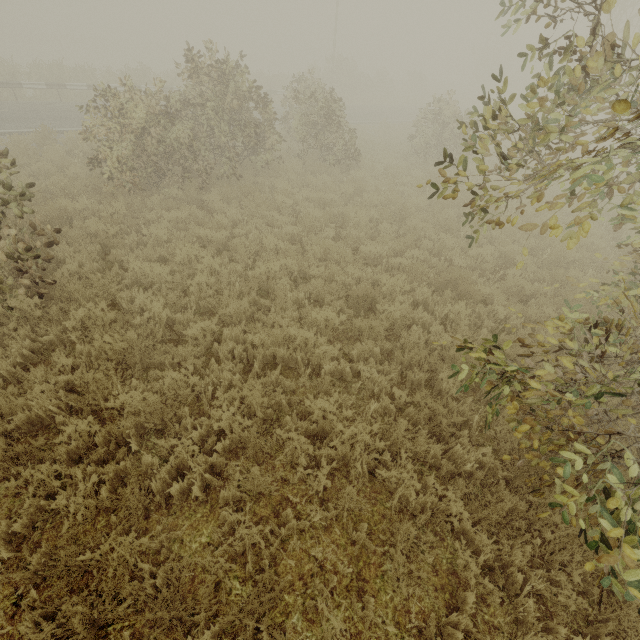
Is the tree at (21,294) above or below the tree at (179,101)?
below

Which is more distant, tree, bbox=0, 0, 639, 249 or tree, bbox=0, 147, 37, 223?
tree, bbox=0, 147, 37, 223

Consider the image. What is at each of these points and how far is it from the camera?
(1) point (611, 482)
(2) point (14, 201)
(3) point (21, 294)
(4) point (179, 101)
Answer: (1) tree, 2.3 meters
(2) tree, 5.1 meters
(3) tree, 5.2 meters
(4) tree, 9.5 meters

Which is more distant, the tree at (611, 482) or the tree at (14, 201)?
the tree at (14, 201)

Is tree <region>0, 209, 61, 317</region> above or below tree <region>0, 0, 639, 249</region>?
below
